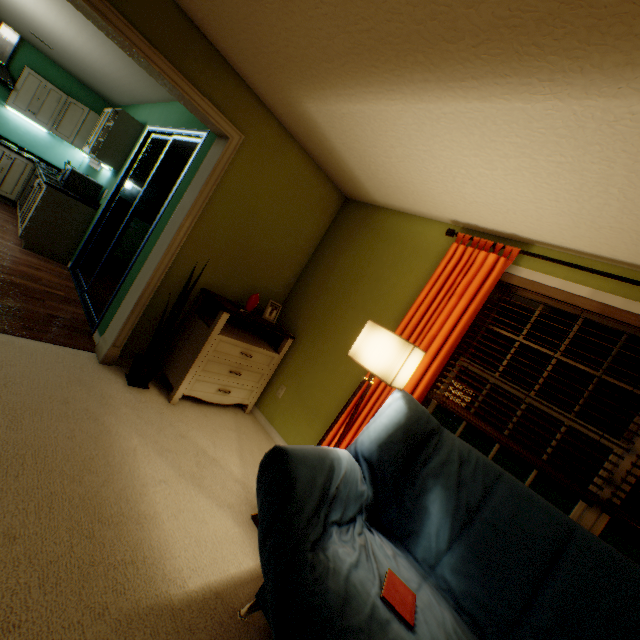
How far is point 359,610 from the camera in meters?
1.1 m

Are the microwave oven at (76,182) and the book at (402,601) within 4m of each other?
no

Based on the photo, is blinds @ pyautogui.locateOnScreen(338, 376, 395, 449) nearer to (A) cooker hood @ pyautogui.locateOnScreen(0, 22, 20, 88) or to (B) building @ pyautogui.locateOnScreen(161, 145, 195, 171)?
(B) building @ pyautogui.locateOnScreen(161, 145, 195, 171)

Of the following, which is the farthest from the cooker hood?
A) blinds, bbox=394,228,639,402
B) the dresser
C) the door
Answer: blinds, bbox=394,228,639,402

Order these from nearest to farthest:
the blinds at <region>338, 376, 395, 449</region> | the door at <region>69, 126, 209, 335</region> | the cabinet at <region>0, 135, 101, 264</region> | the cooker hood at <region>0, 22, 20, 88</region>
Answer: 1. the blinds at <region>338, 376, 395, 449</region>
2. the door at <region>69, 126, 209, 335</region>
3. the cabinet at <region>0, 135, 101, 264</region>
4. the cooker hood at <region>0, 22, 20, 88</region>

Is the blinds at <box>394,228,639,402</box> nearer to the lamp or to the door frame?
the lamp

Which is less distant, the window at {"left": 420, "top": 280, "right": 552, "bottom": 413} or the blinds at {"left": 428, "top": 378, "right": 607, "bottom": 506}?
the blinds at {"left": 428, "top": 378, "right": 607, "bottom": 506}

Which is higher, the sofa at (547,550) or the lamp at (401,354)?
the lamp at (401,354)
